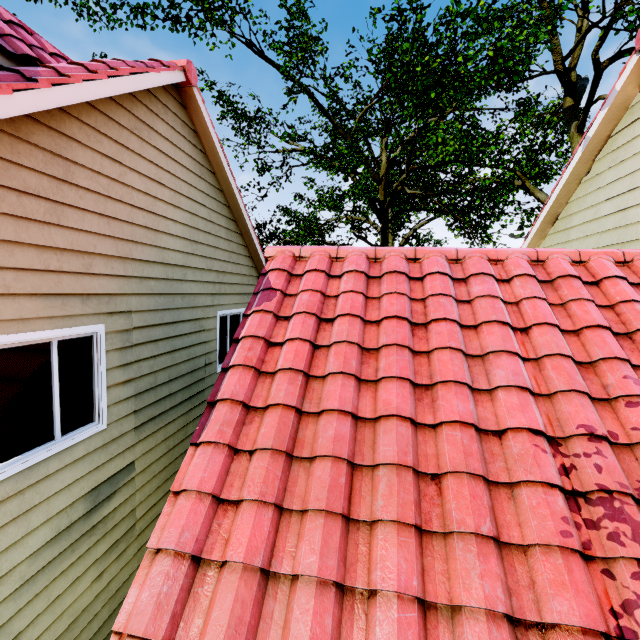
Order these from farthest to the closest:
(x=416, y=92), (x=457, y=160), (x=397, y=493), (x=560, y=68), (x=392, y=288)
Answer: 1. (x=560, y=68)
2. (x=457, y=160)
3. (x=416, y=92)
4. (x=392, y=288)
5. (x=397, y=493)
